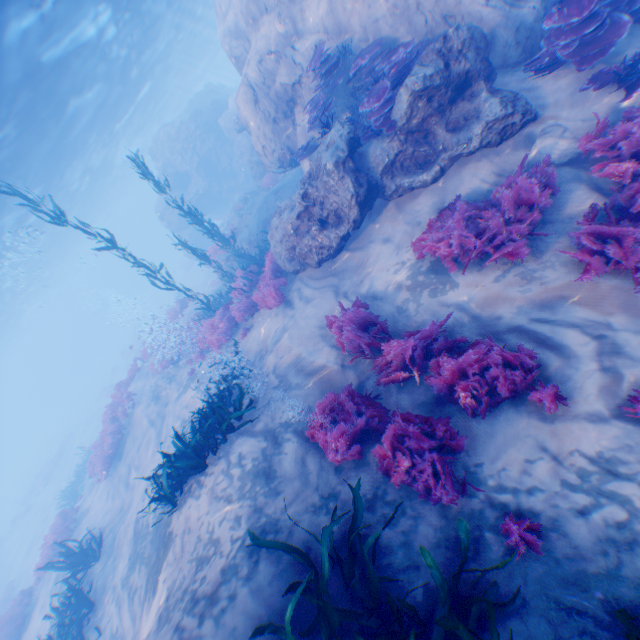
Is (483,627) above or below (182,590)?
below

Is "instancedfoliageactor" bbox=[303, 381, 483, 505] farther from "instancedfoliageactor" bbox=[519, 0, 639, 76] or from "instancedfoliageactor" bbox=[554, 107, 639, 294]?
"instancedfoliageactor" bbox=[519, 0, 639, 76]

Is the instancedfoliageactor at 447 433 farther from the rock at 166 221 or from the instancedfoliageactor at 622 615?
the rock at 166 221

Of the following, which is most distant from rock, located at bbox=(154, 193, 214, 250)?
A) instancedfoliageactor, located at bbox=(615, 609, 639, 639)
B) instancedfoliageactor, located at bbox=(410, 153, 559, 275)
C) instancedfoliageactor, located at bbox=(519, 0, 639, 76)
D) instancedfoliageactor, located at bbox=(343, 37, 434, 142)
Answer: instancedfoliageactor, located at bbox=(615, 609, 639, 639)

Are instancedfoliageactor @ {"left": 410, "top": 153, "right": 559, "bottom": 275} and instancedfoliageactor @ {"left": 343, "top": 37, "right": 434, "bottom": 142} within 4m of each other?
yes

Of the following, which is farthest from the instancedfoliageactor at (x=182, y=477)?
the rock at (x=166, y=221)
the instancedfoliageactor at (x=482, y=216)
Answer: the rock at (x=166, y=221)

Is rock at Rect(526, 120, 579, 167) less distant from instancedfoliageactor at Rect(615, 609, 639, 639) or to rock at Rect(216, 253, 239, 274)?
rock at Rect(216, 253, 239, 274)

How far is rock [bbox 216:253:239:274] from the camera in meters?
17.5 m
